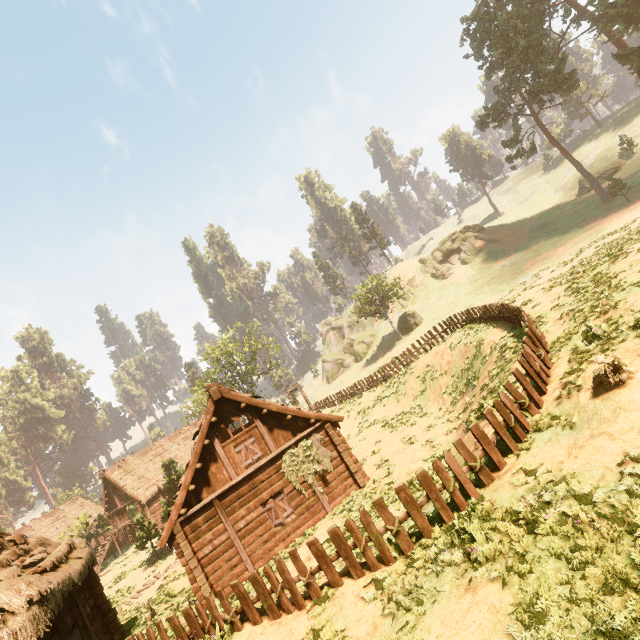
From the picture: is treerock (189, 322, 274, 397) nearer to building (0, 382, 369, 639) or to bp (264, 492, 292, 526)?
building (0, 382, 369, 639)

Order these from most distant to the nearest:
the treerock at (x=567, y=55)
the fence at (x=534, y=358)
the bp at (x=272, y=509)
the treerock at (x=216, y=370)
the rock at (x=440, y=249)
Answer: the rock at (x=440, y=249) → the treerock at (x=216, y=370) → the treerock at (x=567, y=55) → the bp at (x=272, y=509) → the fence at (x=534, y=358)

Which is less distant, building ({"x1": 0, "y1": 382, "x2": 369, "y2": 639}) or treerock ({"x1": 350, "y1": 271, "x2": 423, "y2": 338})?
building ({"x1": 0, "y1": 382, "x2": 369, "y2": 639})

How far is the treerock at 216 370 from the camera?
42.25m

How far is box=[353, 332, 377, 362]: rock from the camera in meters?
57.2 m

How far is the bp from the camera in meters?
14.4

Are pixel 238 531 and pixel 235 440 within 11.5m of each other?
yes

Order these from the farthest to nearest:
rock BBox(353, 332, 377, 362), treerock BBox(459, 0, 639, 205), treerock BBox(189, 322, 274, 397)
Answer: rock BBox(353, 332, 377, 362) < treerock BBox(189, 322, 274, 397) < treerock BBox(459, 0, 639, 205)
